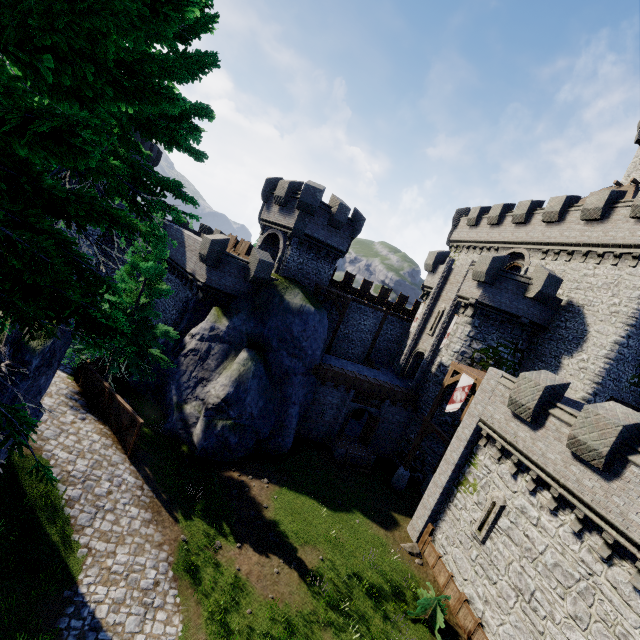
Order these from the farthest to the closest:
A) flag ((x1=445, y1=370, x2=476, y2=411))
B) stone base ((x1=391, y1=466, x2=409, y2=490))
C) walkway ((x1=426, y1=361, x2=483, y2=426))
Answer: stone base ((x1=391, y1=466, x2=409, y2=490)) < walkway ((x1=426, y1=361, x2=483, y2=426)) < flag ((x1=445, y1=370, x2=476, y2=411))

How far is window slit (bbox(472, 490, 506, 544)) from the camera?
14.6m

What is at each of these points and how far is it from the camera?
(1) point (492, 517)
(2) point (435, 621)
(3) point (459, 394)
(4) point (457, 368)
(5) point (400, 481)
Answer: (1) window slit, 14.78m
(2) bush, 13.75m
(3) flag, 19.66m
(4) walkway, 20.78m
(5) stone base, 22.27m

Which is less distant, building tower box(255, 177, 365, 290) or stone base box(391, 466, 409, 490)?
stone base box(391, 466, 409, 490)

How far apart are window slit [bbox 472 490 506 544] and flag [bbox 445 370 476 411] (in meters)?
4.89

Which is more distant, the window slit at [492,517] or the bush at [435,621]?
the window slit at [492,517]

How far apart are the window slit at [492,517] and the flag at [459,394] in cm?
489

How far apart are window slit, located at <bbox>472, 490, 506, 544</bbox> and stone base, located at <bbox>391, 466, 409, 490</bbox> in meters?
6.8 m
